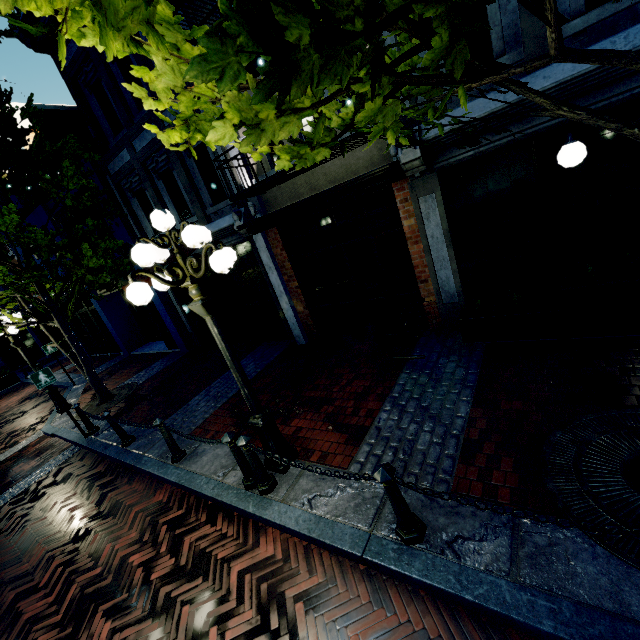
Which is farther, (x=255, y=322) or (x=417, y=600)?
(x=255, y=322)

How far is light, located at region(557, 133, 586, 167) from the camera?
4.1 meters

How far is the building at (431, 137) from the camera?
4.7m

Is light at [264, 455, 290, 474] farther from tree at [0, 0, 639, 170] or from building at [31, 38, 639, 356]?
building at [31, 38, 639, 356]

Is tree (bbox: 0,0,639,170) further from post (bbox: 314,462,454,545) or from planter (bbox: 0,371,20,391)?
post (bbox: 314,462,454,545)

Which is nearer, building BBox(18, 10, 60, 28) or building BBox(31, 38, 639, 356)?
building BBox(31, 38, 639, 356)

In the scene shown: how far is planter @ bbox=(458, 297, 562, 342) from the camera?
5.0 meters

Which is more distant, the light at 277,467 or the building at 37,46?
the building at 37,46
